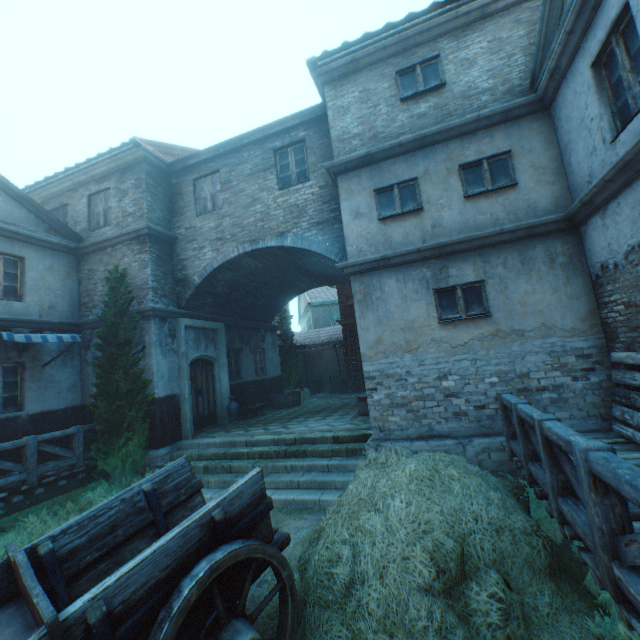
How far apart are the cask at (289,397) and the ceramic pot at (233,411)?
2.4m

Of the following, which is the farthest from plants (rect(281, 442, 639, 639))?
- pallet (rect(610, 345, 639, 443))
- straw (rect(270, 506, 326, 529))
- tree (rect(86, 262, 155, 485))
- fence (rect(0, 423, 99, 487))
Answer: fence (rect(0, 423, 99, 487))

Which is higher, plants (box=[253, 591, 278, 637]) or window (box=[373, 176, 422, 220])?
window (box=[373, 176, 422, 220])

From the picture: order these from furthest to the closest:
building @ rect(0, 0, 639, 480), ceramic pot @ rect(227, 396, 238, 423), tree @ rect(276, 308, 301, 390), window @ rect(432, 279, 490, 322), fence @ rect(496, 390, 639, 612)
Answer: tree @ rect(276, 308, 301, 390) → ceramic pot @ rect(227, 396, 238, 423) → window @ rect(432, 279, 490, 322) → building @ rect(0, 0, 639, 480) → fence @ rect(496, 390, 639, 612)

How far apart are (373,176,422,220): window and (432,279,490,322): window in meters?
1.8

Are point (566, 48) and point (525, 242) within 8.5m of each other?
yes

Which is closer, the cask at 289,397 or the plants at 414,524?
the plants at 414,524

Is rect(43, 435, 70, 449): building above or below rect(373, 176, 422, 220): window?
below
